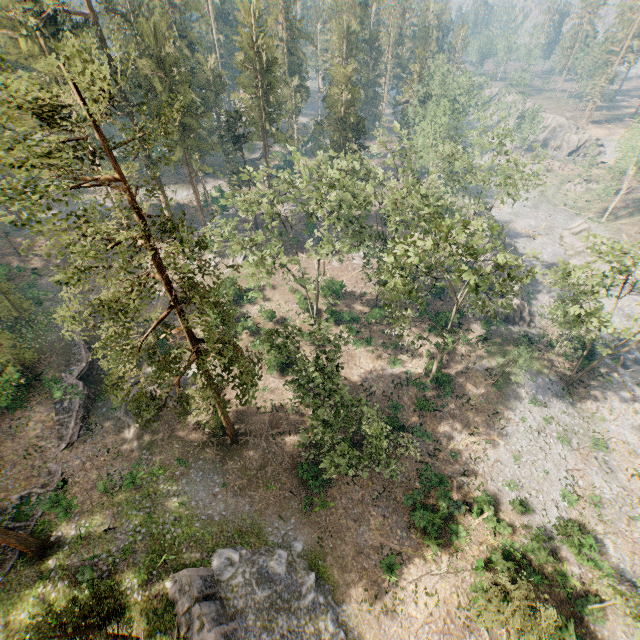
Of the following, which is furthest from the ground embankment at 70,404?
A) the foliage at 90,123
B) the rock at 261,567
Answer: the rock at 261,567

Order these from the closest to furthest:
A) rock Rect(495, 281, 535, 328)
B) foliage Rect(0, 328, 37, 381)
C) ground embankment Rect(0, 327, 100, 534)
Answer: ground embankment Rect(0, 327, 100, 534), foliage Rect(0, 328, 37, 381), rock Rect(495, 281, 535, 328)

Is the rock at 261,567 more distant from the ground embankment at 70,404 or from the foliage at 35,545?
the ground embankment at 70,404

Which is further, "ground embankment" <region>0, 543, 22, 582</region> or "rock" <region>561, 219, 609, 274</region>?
"rock" <region>561, 219, 609, 274</region>

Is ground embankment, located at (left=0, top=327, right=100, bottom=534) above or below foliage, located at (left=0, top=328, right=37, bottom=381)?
below

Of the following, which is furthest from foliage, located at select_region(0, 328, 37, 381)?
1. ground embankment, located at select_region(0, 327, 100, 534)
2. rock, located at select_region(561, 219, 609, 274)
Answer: rock, located at select_region(561, 219, 609, 274)

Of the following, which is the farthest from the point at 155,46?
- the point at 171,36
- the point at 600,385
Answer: the point at 600,385
